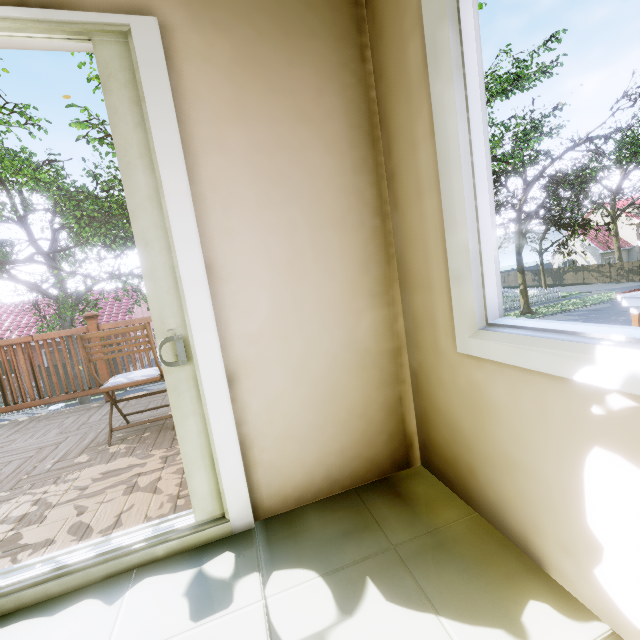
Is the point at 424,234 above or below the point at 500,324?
above

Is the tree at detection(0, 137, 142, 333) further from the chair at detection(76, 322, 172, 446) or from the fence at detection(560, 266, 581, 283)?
the chair at detection(76, 322, 172, 446)

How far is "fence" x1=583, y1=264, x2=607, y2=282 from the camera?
36.56m

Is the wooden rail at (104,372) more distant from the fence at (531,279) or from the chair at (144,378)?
→ the fence at (531,279)

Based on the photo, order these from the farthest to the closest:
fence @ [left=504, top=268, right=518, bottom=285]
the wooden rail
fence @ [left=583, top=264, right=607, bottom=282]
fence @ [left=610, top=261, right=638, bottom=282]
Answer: fence @ [left=504, top=268, right=518, bottom=285] → fence @ [left=583, top=264, right=607, bottom=282] → fence @ [left=610, top=261, right=638, bottom=282] → the wooden rail

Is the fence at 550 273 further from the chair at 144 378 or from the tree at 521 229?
the chair at 144 378
